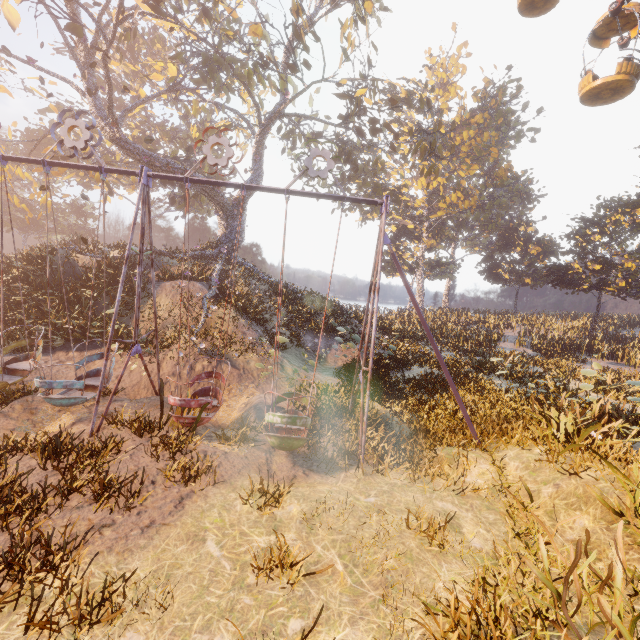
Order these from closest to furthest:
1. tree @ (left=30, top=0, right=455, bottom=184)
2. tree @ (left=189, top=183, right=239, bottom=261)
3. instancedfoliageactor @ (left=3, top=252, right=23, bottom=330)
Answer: instancedfoliageactor @ (left=3, top=252, right=23, bottom=330) → tree @ (left=30, top=0, right=455, bottom=184) → tree @ (left=189, top=183, right=239, bottom=261)

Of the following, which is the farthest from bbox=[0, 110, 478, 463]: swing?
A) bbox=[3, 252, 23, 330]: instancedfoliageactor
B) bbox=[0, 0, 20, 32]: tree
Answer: bbox=[0, 0, 20, 32]: tree

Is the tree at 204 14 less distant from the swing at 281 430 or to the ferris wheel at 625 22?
the ferris wheel at 625 22

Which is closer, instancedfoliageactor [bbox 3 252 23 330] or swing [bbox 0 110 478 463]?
swing [bbox 0 110 478 463]

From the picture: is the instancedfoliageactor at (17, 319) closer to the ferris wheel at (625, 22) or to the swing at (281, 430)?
the swing at (281, 430)

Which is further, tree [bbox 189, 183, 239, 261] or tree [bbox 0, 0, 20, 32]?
tree [bbox 189, 183, 239, 261]

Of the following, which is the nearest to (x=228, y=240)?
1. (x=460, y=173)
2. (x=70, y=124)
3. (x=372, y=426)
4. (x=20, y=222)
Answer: (x=70, y=124)
